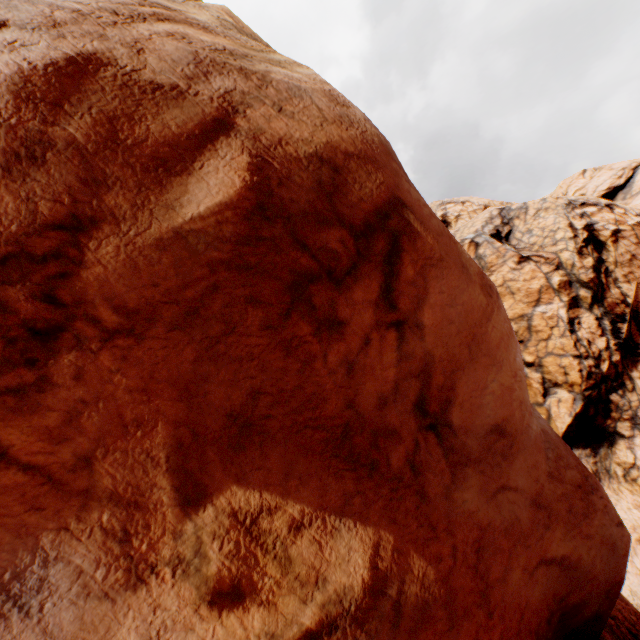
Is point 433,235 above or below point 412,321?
above
